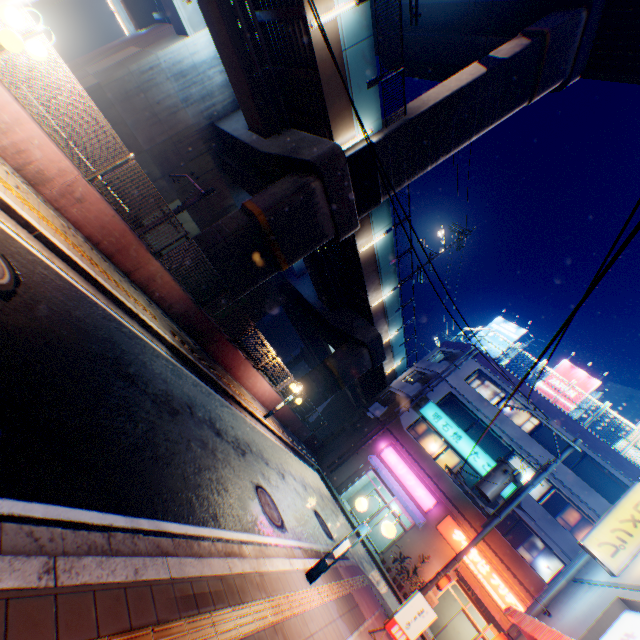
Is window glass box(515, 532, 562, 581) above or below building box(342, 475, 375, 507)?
above

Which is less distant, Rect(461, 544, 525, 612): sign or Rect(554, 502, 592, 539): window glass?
Rect(461, 544, 525, 612): sign

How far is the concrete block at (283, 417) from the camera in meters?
19.3

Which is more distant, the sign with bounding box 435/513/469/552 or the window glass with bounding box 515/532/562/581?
the sign with bounding box 435/513/469/552

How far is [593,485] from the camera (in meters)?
19.88

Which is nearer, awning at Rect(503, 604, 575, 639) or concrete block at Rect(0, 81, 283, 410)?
awning at Rect(503, 604, 575, 639)

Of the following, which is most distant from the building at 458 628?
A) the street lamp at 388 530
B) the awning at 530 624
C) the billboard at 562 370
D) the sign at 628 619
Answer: the street lamp at 388 530

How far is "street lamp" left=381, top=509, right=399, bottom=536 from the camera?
6.8m
